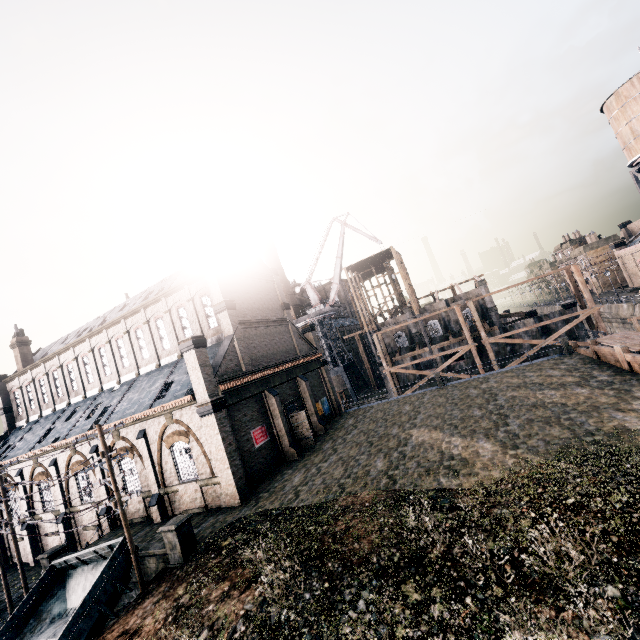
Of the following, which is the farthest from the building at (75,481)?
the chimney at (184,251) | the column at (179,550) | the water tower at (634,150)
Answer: the water tower at (634,150)

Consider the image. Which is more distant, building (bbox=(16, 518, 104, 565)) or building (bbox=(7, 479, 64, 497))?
building (bbox=(7, 479, 64, 497))

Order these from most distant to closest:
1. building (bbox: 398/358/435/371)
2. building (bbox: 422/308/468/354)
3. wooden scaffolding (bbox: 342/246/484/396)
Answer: building (bbox: 398/358/435/371) < building (bbox: 422/308/468/354) < wooden scaffolding (bbox: 342/246/484/396)

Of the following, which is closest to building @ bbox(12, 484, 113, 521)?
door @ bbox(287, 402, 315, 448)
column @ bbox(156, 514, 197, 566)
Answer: door @ bbox(287, 402, 315, 448)

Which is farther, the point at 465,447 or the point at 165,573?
the point at 465,447

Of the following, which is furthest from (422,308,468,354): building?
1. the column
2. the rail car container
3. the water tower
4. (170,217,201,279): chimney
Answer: the water tower

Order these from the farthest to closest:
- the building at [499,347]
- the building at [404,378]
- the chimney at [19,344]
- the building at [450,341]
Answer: the building at [404,378] < the building at [450,341] < the building at [499,347] < the chimney at [19,344]

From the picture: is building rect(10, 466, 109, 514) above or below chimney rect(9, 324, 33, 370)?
below
